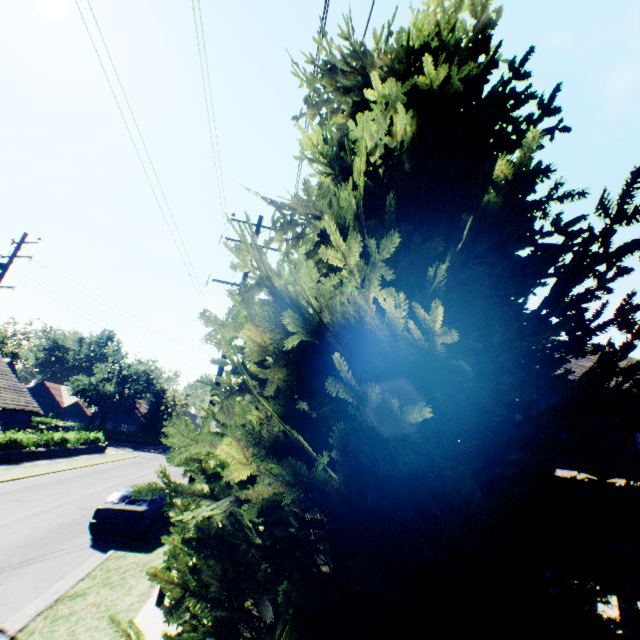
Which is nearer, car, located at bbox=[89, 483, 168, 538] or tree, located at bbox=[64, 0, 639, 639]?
tree, located at bbox=[64, 0, 639, 639]

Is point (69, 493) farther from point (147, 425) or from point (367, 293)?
point (147, 425)

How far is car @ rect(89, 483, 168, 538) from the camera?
11.4 meters

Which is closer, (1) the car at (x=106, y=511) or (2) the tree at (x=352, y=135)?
(2) the tree at (x=352, y=135)

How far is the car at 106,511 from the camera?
11.4 meters

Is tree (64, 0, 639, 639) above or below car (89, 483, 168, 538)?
above
